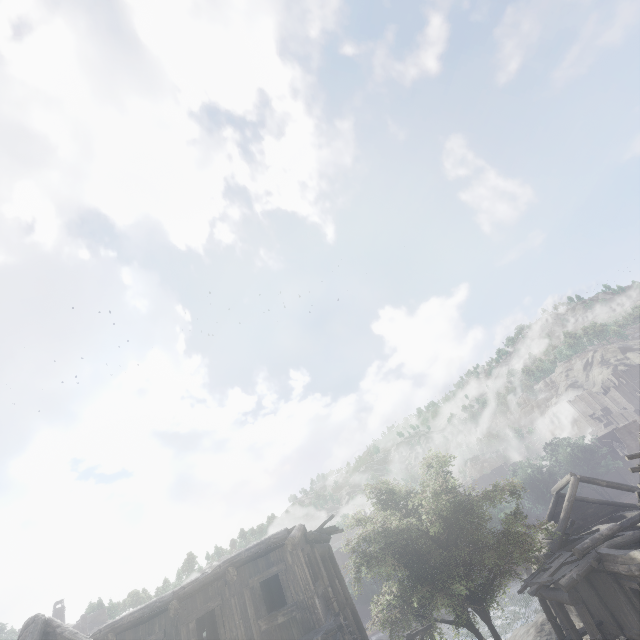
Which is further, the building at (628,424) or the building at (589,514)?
the building at (628,424)

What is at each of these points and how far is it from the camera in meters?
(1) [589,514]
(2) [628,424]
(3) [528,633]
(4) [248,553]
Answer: (1) building, 23.8
(2) building, 56.8
(3) rock, 24.0
(4) building, 11.5

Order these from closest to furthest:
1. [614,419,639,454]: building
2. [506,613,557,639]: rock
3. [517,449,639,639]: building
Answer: [517,449,639,639]: building, [506,613,557,639]: rock, [614,419,639,454]: building

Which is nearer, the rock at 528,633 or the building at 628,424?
the rock at 528,633

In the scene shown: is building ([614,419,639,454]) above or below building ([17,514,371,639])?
below

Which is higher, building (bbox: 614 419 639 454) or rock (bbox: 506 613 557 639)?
building (bbox: 614 419 639 454)
